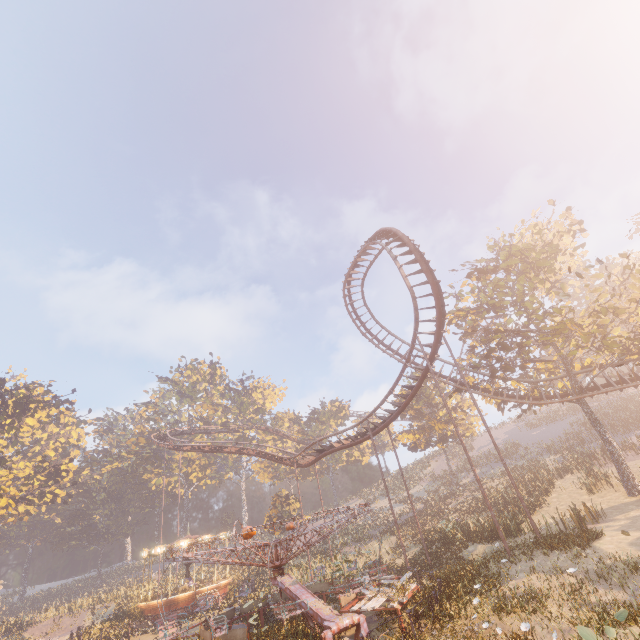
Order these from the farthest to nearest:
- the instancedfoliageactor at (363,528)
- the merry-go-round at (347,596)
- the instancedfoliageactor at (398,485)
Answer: the instancedfoliageactor at (398,485), the instancedfoliageactor at (363,528), the merry-go-round at (347,596)

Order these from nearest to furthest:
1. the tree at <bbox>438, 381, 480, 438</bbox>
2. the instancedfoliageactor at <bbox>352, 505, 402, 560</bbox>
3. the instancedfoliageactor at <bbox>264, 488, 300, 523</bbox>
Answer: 1. the instancedfoliageactor at <bbox>352, 505, 402, 560</bbox>
2. the tree at <bbox>438, 381, 480, 438</bbox>
3. the instancedfoliageactor at <bbox>264, 488, 300, 523</bbox>

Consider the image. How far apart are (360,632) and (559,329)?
20.3m

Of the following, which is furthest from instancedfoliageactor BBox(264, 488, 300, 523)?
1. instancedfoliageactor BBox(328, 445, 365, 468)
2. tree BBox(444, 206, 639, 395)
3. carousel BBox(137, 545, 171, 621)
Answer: tree BBox(444, 206, 639, 395)

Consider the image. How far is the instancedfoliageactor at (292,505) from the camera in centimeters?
4209cm

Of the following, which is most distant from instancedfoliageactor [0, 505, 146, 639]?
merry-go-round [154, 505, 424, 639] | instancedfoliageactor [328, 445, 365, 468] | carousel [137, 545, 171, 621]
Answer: merry-go-round [154, 505, 424, 639]

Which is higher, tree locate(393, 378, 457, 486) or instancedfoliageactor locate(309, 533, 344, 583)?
tree locate(393, 378, 457, 486)

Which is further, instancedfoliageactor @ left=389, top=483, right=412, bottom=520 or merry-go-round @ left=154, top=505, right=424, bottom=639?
instancedfoliageactor @ left=389, top=483, right=412, bottom=520
